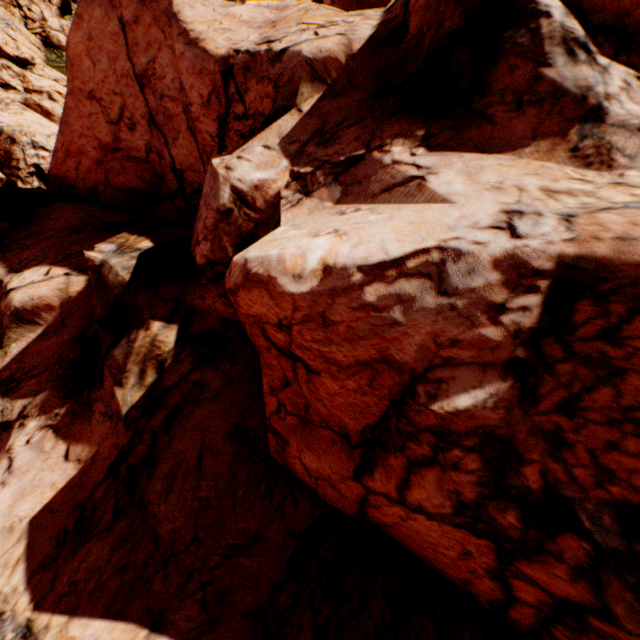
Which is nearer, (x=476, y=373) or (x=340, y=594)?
(x=476, y=373)
